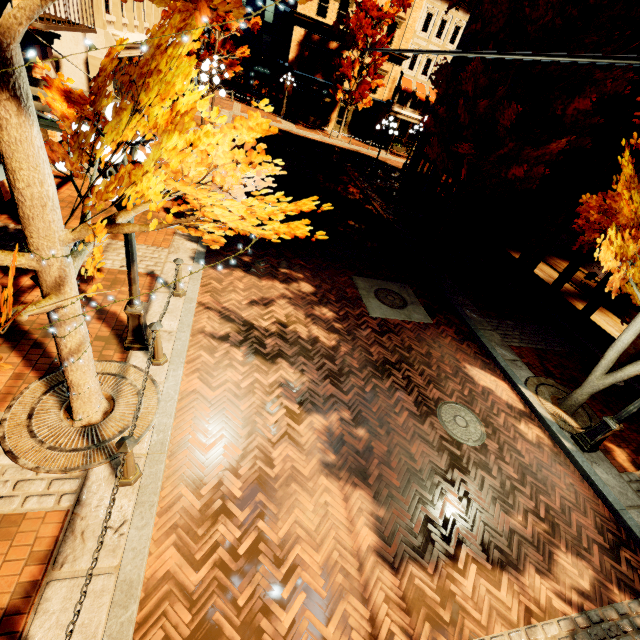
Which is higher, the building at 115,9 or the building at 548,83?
the building at 548,83

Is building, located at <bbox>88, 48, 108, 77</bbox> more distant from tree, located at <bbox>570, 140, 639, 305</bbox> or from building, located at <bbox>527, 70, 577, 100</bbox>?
building, located at <bbox>527, 70, 577, 100</bbox>

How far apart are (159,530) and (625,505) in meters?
7.9

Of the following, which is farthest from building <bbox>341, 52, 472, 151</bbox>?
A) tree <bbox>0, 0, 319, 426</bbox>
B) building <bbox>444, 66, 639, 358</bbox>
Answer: building <bbox>444, 66, 639, 358</bbox>

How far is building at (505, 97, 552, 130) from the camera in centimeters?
1325cm

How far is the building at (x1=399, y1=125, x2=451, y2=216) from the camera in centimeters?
1852cm

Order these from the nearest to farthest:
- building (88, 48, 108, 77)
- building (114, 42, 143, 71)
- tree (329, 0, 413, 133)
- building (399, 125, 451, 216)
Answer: building (88, 48, 108, 77) < building (114, 42, 143, 71) < building (399, 125, 451, 216) < tree (329, 0, 413, 133)

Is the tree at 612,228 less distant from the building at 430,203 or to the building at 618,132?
the building at 618,132
